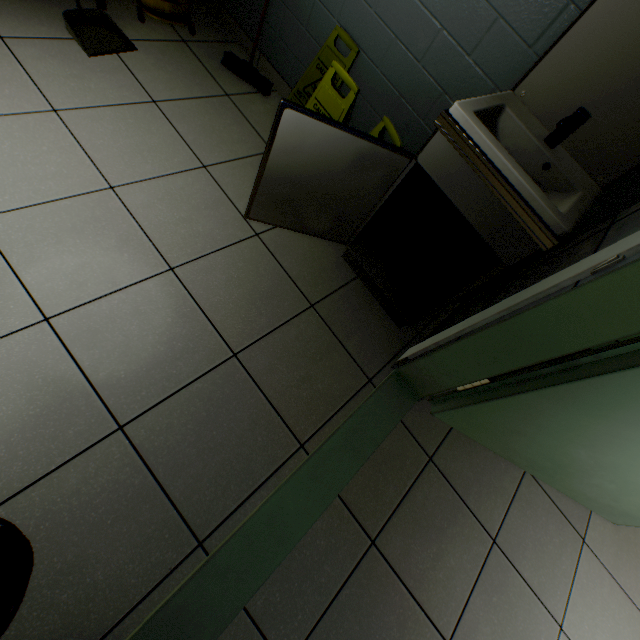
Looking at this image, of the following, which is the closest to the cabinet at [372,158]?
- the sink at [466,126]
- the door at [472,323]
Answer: the sink at [466,126]

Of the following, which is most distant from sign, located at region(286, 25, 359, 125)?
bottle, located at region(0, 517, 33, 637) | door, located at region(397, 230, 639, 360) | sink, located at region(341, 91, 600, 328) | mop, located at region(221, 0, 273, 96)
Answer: bottle, located at region(0, 517, 33, 637)

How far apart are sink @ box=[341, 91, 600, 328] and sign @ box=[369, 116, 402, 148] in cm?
16

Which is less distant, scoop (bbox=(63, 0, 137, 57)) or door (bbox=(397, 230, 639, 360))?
door (bbox=(397, 230, 639, 360))

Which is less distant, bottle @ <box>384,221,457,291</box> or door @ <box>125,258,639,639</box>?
door @ <box>125,258,639,639</box>

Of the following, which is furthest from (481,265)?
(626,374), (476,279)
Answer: (626,374)

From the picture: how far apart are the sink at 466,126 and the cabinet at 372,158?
0.0m

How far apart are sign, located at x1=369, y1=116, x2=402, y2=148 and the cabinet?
0.18m
